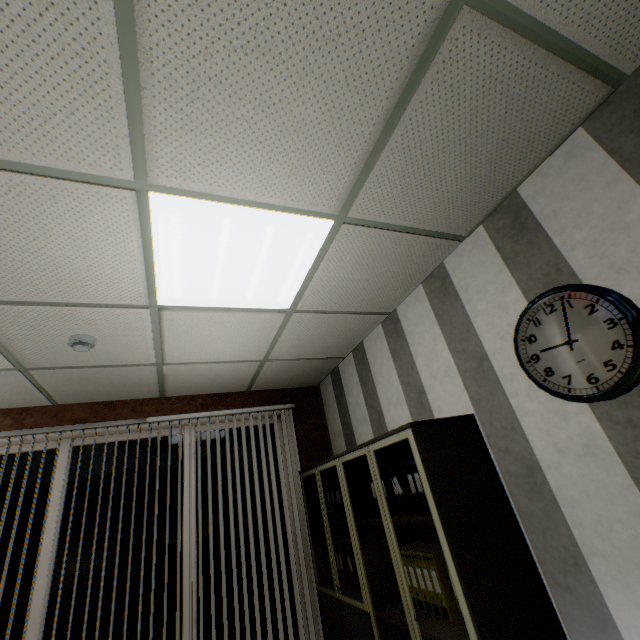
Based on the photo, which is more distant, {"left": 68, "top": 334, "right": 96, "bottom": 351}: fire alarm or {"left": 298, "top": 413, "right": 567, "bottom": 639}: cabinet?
{"left": 68, "top": 334, "right": 96, "bottom": 351}: fire alarm

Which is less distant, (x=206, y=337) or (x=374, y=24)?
(x=374, y=24)

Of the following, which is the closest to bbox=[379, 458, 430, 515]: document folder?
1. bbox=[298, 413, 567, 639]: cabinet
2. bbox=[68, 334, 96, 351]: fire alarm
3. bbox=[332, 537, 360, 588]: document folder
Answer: bbox=[298, 413, 567, 639]: cabinet

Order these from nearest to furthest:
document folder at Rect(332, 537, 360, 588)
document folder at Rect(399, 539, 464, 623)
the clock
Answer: the clock, document folder at Rect(399, 539, 464, 623), document folder at Rect(332, 537, 360, 588)

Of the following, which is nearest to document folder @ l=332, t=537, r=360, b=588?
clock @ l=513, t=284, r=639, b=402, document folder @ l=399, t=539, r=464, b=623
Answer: document folder @ l=399, t=539, r=464, b=623

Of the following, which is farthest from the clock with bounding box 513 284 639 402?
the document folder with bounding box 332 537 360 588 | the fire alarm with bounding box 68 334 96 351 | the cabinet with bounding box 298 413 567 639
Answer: the fire alarm with bounding box 68 334 96 351

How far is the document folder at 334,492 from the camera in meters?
3.1 m

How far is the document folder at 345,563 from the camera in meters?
2.9 m
